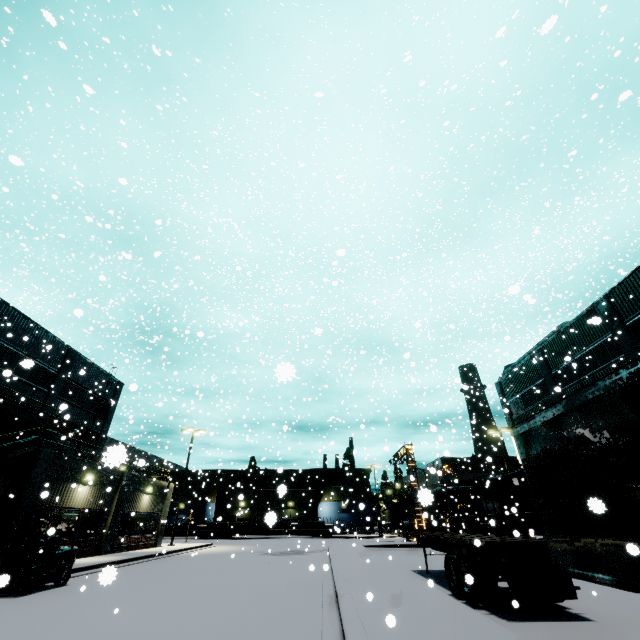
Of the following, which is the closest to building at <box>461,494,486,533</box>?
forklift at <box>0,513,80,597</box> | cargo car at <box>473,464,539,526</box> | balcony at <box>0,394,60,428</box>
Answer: balcony at <box>0,394,60,428</box>

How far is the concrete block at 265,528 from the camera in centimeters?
4794cm

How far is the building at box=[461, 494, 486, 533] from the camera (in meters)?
48.72

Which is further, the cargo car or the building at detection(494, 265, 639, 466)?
the cargo car

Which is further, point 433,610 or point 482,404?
point 482,404

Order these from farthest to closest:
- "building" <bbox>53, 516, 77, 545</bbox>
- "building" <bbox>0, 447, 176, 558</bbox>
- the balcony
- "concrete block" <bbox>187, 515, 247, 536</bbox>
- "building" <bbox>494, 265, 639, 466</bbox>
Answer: "concrete block" <bbox>187, 515, 247, 536</bbox>
"building" <bbox>494, 265, 639, 466</bbox>
the balcony
"building" <bbox>53, 516, 77, 545</bbox>
"building" <bbox>0, 447, 176, 558</bbox>

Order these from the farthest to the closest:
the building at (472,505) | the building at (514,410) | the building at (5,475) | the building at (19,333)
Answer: the building at (472,505), the building at (19,333), the building at (514,410), the building at (5,475)

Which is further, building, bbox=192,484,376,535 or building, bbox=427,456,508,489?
building, bbox=427,456,508,489
